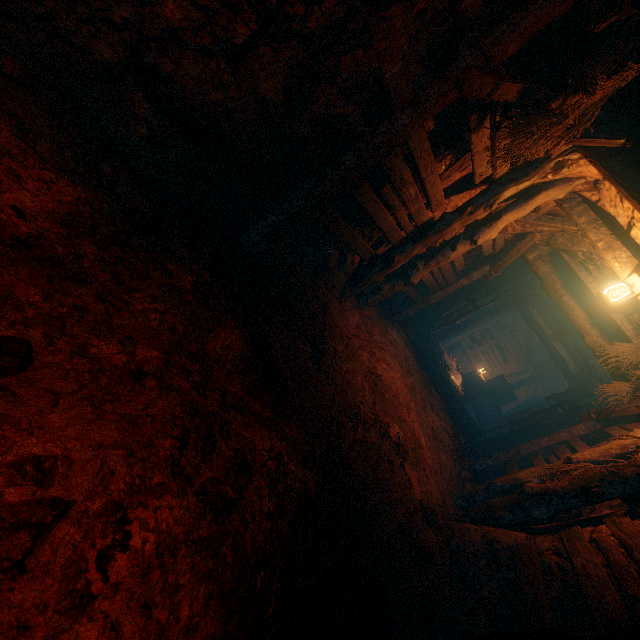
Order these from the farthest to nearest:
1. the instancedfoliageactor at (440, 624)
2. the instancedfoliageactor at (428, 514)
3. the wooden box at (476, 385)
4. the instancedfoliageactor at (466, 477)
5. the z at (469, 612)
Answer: the wooden box at (476, 385)
the instancedfoliageactor at (466, 477)
the instancedfoliageactor at (428, 514)
the instancedfoliageactor at (440, 624)
the z at (469, 612)

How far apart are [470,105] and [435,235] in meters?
2.1 m

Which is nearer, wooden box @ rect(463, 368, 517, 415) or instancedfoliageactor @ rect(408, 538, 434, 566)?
instancedfoliageactor @ rect(408, 538, 434, 566)

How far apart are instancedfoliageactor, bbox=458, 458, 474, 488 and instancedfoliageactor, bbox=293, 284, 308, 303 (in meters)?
5.31

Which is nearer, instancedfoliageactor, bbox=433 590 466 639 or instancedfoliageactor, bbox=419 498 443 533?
instancedfoliageactor, bbox=433 590 466 639

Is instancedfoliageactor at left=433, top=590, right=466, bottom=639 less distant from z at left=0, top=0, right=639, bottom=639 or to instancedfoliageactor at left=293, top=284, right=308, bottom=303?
z at left=0, top=0, right=639, bottom=639

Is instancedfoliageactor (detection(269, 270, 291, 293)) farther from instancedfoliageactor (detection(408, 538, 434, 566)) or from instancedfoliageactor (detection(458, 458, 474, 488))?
instancedfoliageactor (detection(458, 458, 474, 488))

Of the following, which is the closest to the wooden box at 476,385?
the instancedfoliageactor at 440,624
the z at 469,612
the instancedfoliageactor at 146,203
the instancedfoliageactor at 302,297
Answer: the z at 469,612
